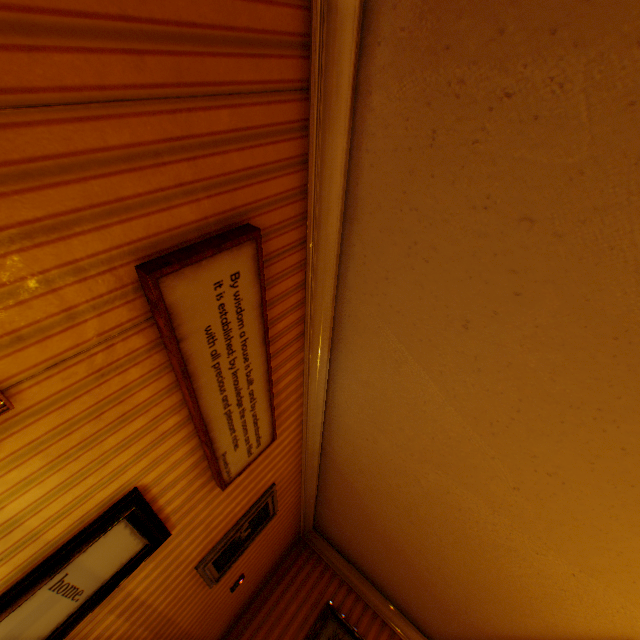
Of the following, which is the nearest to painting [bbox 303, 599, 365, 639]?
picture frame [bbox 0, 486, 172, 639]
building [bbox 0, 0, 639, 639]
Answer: building [bbox 0, 0, 639, 639]

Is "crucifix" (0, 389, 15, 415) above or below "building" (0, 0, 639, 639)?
below

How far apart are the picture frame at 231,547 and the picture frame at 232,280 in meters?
1.0 m

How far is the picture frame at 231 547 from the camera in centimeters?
308cm

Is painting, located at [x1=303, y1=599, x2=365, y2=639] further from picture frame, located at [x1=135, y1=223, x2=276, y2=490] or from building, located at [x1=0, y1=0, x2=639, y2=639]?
picture frame, located at [x1=135, y1=223, x2=276, y2=490]

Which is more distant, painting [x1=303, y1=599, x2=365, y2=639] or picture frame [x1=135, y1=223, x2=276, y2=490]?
painting [x1=303, y1=599, x2=365, y2=639]

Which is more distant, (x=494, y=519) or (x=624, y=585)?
(x=494, y=519)

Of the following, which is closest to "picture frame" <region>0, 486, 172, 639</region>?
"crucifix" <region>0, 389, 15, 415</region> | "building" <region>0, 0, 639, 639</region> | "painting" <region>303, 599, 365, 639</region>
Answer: "building" <region>0, 0, 639, 639</region>
